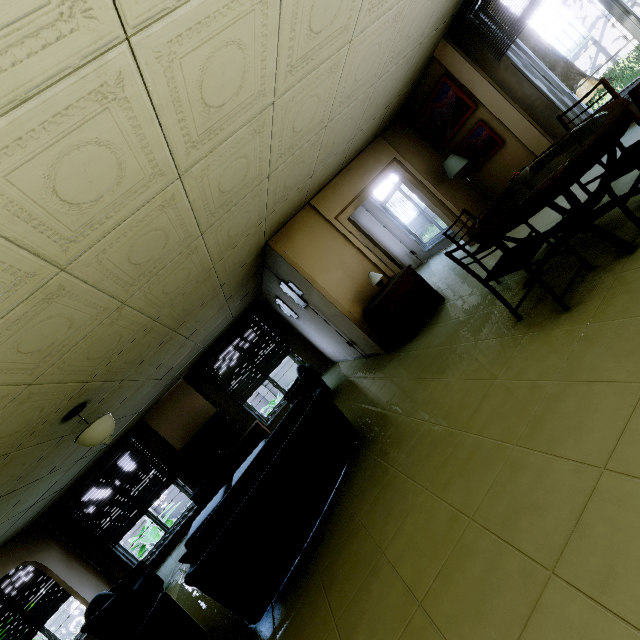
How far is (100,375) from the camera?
3.9 meters

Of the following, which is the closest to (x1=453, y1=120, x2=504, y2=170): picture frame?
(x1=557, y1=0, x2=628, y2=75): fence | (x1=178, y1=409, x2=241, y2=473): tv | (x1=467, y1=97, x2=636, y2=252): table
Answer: (x1=467, y1=97, x2=636, y2=252): table

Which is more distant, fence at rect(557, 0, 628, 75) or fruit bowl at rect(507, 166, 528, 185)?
fence at rect(557, 0, 628, 75)

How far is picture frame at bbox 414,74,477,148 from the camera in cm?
532

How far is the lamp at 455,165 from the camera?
5.7 meters

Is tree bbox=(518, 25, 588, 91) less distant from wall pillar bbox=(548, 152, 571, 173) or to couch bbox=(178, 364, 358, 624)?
wall pillar bbox=(548, 152, 571, 173)

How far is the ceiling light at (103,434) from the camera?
3.9m

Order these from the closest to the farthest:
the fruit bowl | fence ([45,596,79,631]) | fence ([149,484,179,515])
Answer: the fruit bowl
fence ([45,596,79,631])
fence ([149,484,179,515])
